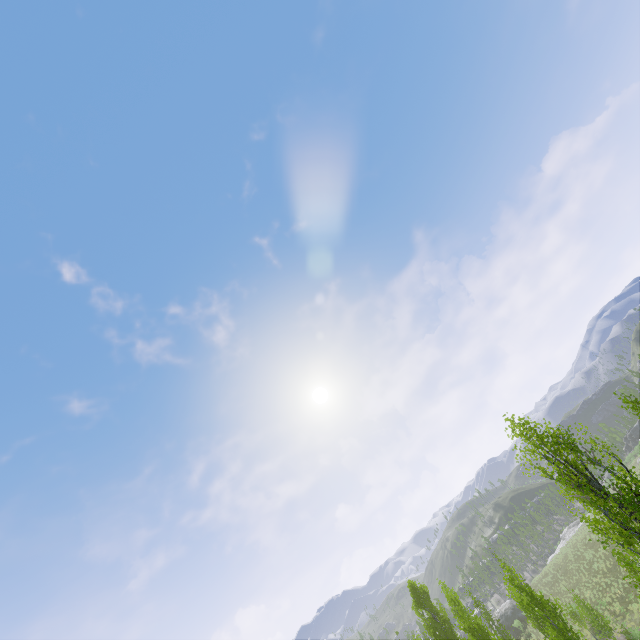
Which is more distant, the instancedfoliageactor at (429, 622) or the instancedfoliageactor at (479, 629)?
the instancedfoliageactor at (429, 622)

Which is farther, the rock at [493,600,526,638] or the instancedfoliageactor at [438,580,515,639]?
the rock at [493,600,526,638]

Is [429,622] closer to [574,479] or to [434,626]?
[434,626]

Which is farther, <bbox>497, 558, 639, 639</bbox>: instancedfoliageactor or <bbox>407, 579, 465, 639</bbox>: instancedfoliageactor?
<bbox>407, 579, 465, 639</bbox>: instancedfoliageactor

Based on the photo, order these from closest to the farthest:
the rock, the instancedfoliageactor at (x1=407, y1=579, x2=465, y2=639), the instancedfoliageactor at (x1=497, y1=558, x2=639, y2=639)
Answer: the instancedfoliageactor at (x1=497, y1=558, x2=639, y2=639) < the instancedfoliageactor at (x1=407, y1=579, x2=465, y2=639) < the rock

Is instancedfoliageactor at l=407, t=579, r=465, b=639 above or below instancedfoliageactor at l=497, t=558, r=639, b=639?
above

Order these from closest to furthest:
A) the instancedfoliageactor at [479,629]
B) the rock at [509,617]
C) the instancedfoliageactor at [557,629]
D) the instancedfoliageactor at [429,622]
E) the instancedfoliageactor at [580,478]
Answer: the instancedfoliageactor at [580,478], the instancedfoliageactor at [557,629], the instancedfoliageactor at [479,629], the instancedfoliageactor at [429,622], the rock at [509,617]
